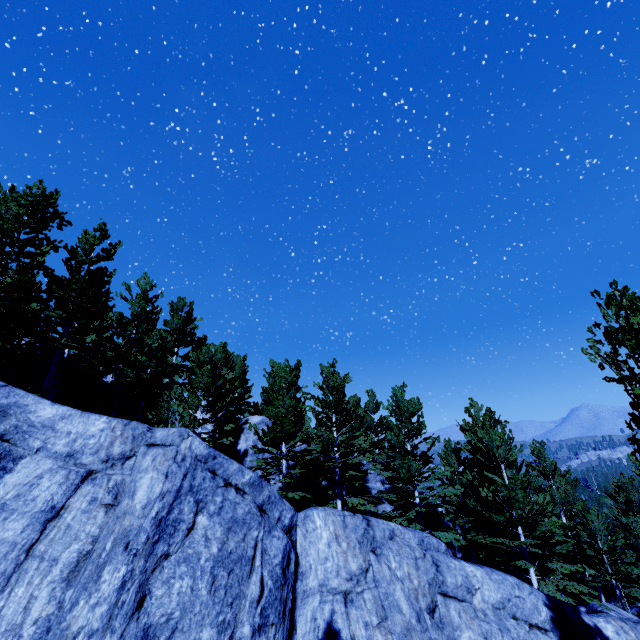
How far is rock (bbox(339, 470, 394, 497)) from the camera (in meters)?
20.83

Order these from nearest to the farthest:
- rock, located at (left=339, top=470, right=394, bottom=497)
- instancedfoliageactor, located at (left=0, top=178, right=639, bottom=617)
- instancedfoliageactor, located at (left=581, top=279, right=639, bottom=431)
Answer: instancedfoliageactor, located at (left=581, top=279, right=639, bottom=431)
instancedfoliageactor, located at (left=0, top=178, right=639, bottom=617)
rock, located at (left=339, top=470, right=394, bottom=497)

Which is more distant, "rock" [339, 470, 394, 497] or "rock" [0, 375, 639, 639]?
"rock" [339, 470, 394, 497]

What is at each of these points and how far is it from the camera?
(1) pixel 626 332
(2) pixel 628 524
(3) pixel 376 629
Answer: (1) instancedfoliageactor, 6.1 meters
(2) instancedfoliageactor, 21.2 meters
(3) rock, 7.7 meters

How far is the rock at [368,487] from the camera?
20.8 meters

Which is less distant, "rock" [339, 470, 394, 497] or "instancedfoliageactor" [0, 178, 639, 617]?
"instancedfoliageactor" [0, 178, 639, 617]

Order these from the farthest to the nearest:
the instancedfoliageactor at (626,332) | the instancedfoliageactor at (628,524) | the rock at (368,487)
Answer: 1. the rock at (368,487)
2. the instancedfoliageactor at (628,524)
3. the instancedfoliageactor at (626,332)

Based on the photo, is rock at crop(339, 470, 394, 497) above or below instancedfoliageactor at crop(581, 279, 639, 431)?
below
